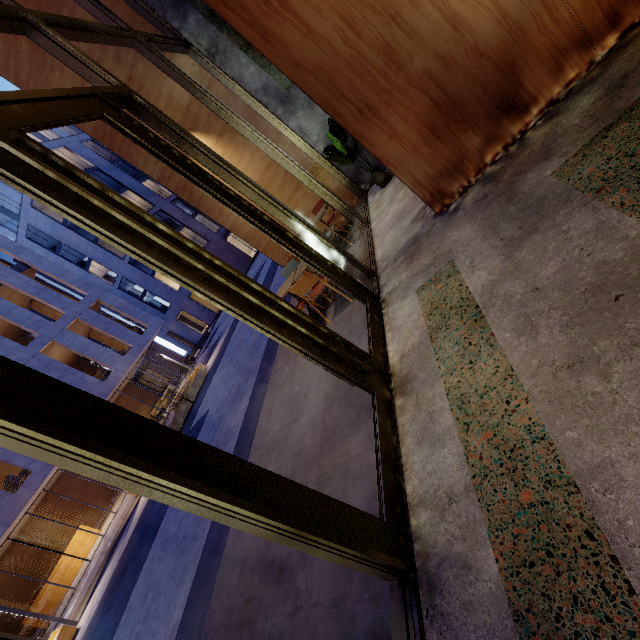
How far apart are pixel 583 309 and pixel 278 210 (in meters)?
3.27

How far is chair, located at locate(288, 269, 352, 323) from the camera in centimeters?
469cm

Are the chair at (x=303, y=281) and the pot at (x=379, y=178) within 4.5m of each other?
yes

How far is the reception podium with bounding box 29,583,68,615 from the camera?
14.89m

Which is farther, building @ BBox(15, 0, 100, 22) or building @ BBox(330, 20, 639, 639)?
building @ BBox(15, 0, 100, 22)

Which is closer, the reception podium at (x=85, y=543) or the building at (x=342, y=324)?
the building at (x=342, y=324)

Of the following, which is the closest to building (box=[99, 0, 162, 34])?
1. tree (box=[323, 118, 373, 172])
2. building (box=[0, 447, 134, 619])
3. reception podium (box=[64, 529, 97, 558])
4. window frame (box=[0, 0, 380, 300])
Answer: window frame (box=[0, 0, 380, 300])

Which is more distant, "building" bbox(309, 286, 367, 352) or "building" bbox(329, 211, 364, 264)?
"building" bbox(329, 211, 364, 264)
